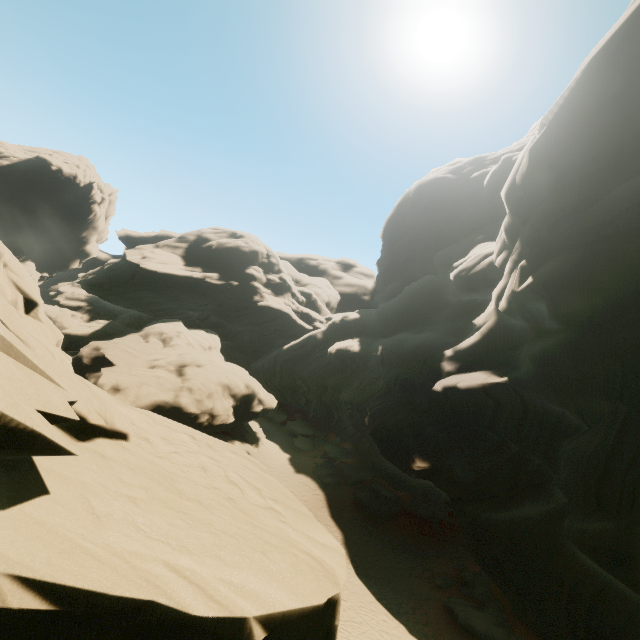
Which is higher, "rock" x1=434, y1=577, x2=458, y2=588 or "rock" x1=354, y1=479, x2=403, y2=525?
"rock" x1=354, y1=479, x2=403, y2=525

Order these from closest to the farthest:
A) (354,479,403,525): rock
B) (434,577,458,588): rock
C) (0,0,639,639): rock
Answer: (0,0,639,639): rock < (434,577,458,588): rock < (354,479,403,525): rock

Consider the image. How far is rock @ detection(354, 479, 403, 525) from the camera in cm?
2622

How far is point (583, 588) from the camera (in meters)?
13.02

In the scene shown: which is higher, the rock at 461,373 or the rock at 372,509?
the rock at 461,373

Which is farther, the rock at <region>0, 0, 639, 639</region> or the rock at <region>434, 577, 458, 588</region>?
the rock at <region>434, 577, 458, 588</region>

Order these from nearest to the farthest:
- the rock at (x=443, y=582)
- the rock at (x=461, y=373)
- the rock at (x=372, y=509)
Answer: the rock at (x=461, y=373) → the rock at (x=443, y=582) → the rock at (x=372, y=509)
